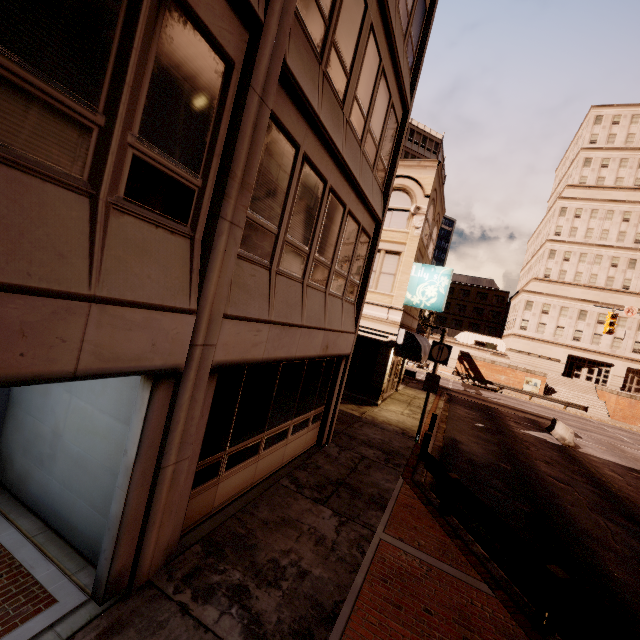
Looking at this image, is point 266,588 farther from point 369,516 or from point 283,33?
point 283,33

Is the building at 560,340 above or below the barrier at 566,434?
above

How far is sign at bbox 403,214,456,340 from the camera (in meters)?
16.44

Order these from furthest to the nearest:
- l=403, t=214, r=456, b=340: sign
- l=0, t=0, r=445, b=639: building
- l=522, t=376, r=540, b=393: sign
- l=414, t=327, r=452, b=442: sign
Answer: l=522, t=376, r=540, b=393: sign < l=403, t=214, r=456, b=340: sign < l=414, t=327, r=452, b=442: sign < l=0, t=0, r=445, b=639: building

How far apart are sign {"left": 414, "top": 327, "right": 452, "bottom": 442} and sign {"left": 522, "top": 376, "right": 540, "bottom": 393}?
35.94m

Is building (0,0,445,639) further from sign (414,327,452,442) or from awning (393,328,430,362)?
sign (414,327,452,442)

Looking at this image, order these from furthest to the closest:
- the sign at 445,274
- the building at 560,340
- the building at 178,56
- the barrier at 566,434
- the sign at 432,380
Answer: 1. the building at 560,340
2. the barrier at 566,434
3. the sign at 445,274
4. the sign at 432,380
5. the building at 178,56

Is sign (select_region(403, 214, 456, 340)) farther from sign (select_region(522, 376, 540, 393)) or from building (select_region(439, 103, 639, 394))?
building (select_region(439, 103, 639, 394))
